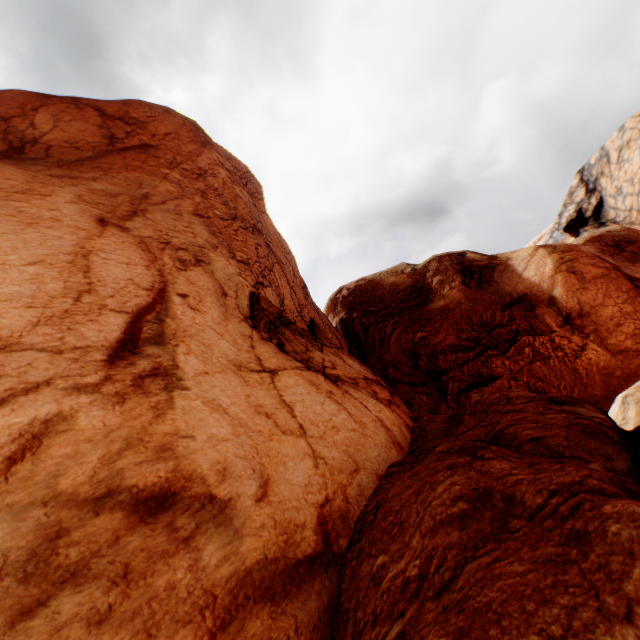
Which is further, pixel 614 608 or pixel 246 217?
pixel 246 217
